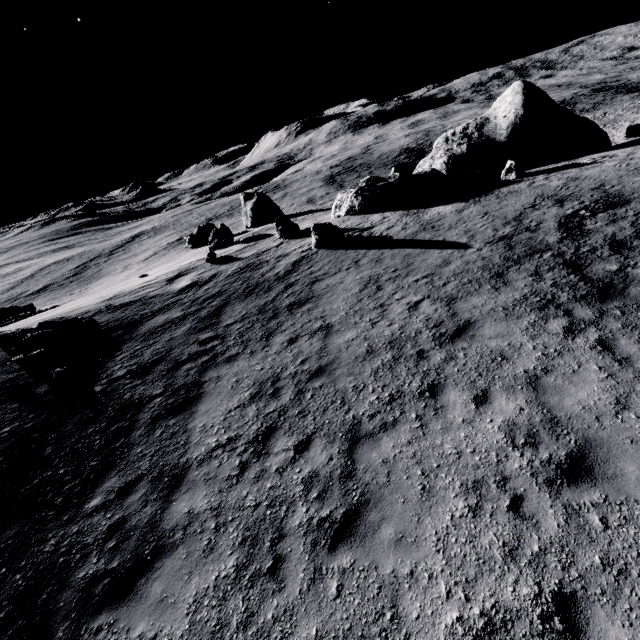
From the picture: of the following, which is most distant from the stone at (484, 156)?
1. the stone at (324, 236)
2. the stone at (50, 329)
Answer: the stone at (50, 329)

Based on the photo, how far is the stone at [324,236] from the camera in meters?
16.7

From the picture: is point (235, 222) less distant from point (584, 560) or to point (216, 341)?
point (216, 341)

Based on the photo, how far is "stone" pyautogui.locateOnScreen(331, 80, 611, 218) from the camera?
22.5 meters

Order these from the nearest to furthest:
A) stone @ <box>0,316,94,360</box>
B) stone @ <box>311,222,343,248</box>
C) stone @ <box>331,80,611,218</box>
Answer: stone @ <box>0,316,94,360</box> → stone @ <box>311,222,343,248</box> → stone @ <box>331,80,611,218</box>

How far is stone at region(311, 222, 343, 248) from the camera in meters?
16.7

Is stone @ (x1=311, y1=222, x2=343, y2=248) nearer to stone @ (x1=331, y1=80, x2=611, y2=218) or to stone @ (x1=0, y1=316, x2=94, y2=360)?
stone @ (x1=331, y1=80, x2=611, y2=218)
